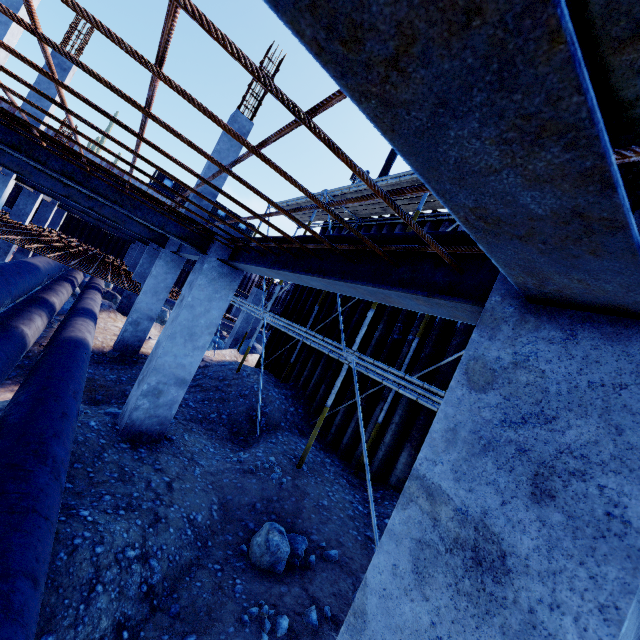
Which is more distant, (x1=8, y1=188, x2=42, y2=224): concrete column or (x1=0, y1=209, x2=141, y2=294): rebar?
(x1=8, y1=188, x2=42, y2=224): concrete column

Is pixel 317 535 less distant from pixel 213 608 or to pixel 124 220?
pixel 213 608

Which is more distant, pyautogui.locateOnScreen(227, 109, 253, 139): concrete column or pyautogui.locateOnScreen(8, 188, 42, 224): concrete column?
pyautogui.locateOnScreen(8, 188, 42, 224): concrete column

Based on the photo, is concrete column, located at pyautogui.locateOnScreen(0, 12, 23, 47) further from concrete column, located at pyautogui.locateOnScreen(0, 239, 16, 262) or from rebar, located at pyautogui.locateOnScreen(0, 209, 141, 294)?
concrete column, located at pyautogui.locateOnScreen(0, 239, 16, 262)

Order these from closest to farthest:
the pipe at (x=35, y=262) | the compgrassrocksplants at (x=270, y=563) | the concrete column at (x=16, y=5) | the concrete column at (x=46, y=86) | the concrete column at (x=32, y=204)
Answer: the compgrassrocksplants at (x=270, y=563) → the pipe at (x=35, y=262) → the concrete column at (x=16, y=5) → the concrete column at (x=46, y=86) → the concrete column at (x=32, y=204)

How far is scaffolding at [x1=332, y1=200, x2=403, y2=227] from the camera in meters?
8.7 m

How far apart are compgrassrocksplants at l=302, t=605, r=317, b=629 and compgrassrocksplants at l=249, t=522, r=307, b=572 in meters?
0.6 m

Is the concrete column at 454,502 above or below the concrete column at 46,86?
below
